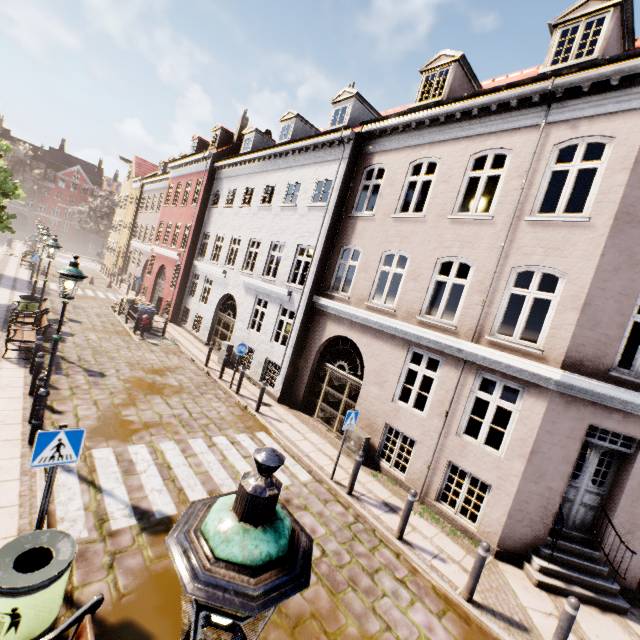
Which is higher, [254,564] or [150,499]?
[254,564]

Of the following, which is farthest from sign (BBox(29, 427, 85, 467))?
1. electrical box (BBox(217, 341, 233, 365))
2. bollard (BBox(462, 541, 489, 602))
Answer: electrical box (BBox(217, 341, 233, 365))

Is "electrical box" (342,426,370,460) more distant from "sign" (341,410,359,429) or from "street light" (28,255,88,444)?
"street light" (28,255,88,444)

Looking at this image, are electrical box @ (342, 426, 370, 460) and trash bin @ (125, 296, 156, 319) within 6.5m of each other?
no

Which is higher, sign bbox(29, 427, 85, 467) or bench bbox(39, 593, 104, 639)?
sign bbox(29, 427, 85, 467)

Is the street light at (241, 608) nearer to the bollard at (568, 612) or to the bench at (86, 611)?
the bench at (86, 611)

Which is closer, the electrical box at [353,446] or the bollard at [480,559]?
the bollard at [480,559]

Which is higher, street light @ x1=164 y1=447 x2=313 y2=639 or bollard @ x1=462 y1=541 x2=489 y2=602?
street light @ x1=164 y1=447 x2=313 y2=639
